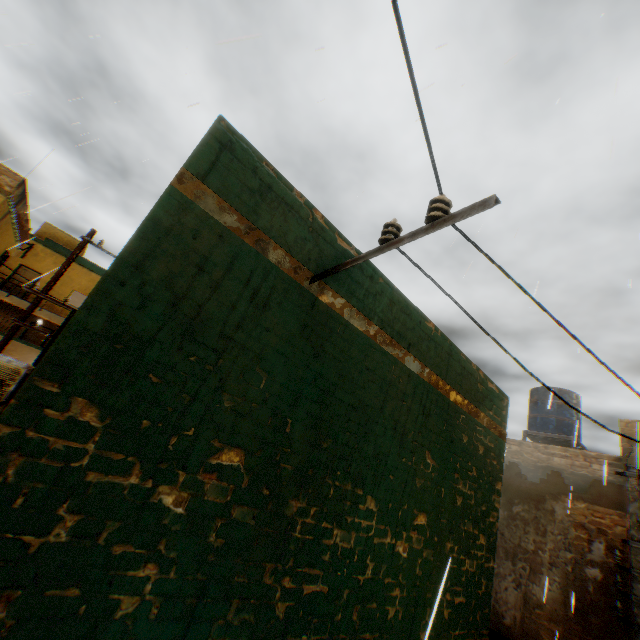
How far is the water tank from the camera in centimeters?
1184cm

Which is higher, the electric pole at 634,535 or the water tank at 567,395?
the water tank at 567,395

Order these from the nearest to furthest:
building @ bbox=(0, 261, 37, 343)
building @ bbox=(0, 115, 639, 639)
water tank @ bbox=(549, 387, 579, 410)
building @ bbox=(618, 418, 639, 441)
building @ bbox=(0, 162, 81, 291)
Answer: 1. building @ bbox=(0, 115, 639, 639)
2. building @ bbox=(618, 418, 639, 441)
3. building @ bbox=(0, 162, 81, 291)
4. water tank @ bbox=(549, 387, 579, 410)
5. building @ bbox=(0, 261, 37, 343)

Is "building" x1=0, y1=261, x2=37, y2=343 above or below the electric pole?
above

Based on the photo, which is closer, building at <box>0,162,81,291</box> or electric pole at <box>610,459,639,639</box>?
electric pole at <box>610,459,639,639</box>

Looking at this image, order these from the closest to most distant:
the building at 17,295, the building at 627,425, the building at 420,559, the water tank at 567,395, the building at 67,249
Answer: the building at 420,559, the building at 627,425, the building at 67,249, the water tank at 567,395, the building at 17,295

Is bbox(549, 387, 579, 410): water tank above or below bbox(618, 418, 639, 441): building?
above

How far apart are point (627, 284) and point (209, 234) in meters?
8.1 m
